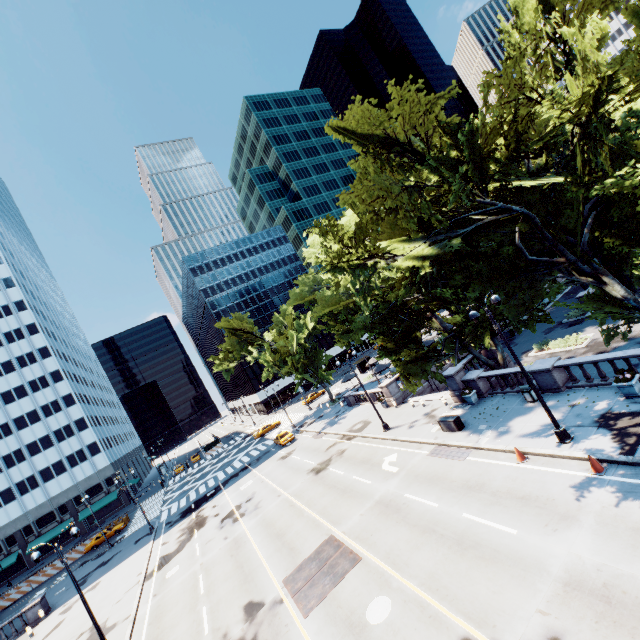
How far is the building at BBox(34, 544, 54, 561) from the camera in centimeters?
5725cm

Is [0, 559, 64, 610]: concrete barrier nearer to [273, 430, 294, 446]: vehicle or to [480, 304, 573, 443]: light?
[273, 430, 294, 446]: vehicle

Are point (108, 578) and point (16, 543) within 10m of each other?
no

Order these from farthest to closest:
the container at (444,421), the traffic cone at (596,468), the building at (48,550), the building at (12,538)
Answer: the building at (48,550) < the building at (12,538) < the container at (444,421) < the traffic cone at (596,468)

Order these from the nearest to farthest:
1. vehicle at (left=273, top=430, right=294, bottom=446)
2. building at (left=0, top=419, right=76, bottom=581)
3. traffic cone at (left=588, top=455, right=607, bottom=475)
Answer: traffic cone at (left=588, top=455, right=607, bottom=475), vehicle at (left=273, top=430, right=294, bottom=446), building at (left=0, top=419, right=76, bottom=581)

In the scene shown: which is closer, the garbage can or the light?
the light

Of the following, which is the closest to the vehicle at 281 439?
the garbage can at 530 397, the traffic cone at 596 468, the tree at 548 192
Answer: the tree at 548 192

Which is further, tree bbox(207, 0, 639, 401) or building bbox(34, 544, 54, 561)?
building bbox(34, 544, 54, 561)
